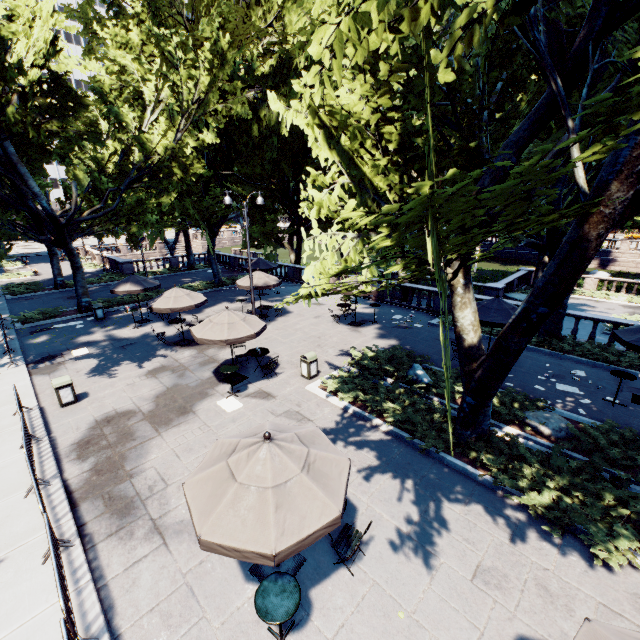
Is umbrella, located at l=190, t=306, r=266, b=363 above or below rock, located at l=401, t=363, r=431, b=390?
above

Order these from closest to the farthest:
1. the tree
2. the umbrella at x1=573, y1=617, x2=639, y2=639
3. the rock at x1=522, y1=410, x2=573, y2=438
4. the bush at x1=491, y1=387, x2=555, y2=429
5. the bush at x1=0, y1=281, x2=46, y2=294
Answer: the umbrella at x1=573, y1=617, x2=639, y2=639
the tree
the rock at x1=522, y1=410, x2=573, y2=438
the bush at x1=491, y1=387, x2=555, y2=429
the bush at x1=0, y1=281, x2=46, y2=294

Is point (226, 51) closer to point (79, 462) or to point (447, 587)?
point (79, 462)

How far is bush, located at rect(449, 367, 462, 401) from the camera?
11.52m

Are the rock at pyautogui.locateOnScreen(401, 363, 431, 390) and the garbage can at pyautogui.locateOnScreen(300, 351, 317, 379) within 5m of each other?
yes

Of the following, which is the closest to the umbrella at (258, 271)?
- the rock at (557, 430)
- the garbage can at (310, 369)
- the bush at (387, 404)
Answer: the bush at (387, 404)

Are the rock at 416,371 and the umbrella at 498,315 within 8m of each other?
yes

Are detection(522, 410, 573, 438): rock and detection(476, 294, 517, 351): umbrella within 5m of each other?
yes
